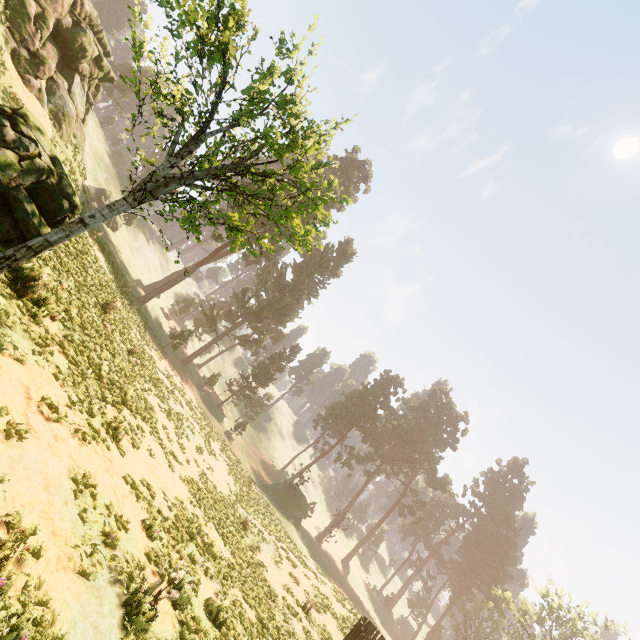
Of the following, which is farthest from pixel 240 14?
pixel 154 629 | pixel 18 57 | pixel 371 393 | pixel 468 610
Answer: pixel 468 610

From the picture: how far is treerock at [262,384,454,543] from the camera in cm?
4359

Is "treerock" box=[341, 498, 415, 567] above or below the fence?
above

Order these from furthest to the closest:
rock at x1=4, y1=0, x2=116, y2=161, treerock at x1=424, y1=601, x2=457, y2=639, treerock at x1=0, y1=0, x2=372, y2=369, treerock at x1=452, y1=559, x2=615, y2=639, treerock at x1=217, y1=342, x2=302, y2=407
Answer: treerock at x1=424, y1=601, x2=457, y2=639, treerock at x1=217, y1=342, x2=302, y2=407, treerock at x1=452, y1=559, x2=615, y2=639, rock at x1=4, y1=0, x2=116, y2=161, treerock at x1=0, y1=0, x2=372, y2=369

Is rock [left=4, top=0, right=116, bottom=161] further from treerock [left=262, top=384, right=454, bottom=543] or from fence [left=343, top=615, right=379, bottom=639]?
fence [left=343, top=615, right=379, bottom=639]

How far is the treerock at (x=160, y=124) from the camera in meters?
7.6

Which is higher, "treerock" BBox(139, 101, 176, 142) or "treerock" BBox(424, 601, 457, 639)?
"treerock" BBox(424, 601, 457, 639)

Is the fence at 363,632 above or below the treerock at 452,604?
below
